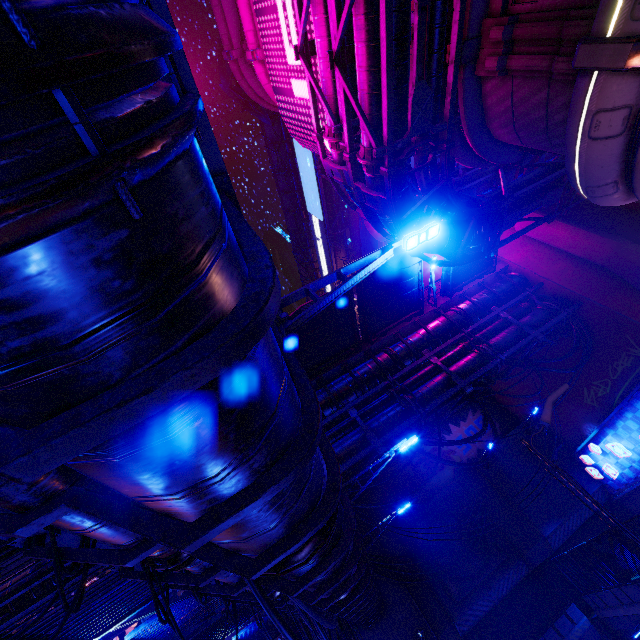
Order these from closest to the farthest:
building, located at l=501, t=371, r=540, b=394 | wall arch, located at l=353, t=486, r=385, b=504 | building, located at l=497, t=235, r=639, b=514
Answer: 1. building, located at l=497, t=235, r=639, b=514
2. building, located at l=501, t=371, r=540, b=394
3. wall arch, located at l=353, t=486, r=385, b=504

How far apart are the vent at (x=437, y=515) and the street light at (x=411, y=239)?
22.2 meters

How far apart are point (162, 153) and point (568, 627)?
27.0m

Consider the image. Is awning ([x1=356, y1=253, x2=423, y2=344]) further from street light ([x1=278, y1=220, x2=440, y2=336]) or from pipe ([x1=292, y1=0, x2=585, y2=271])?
street light ([x1=278, y1=220, x2=440, y2=336])

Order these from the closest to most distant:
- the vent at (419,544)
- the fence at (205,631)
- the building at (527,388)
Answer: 1. the fence at (205,631)
2. the vent at (419,544)
3. the building at (527,388)

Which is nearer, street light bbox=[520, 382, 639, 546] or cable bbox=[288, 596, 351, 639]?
street light bbox=[520, 382, 639, 546]

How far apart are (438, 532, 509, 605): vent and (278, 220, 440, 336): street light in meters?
22.2 m
